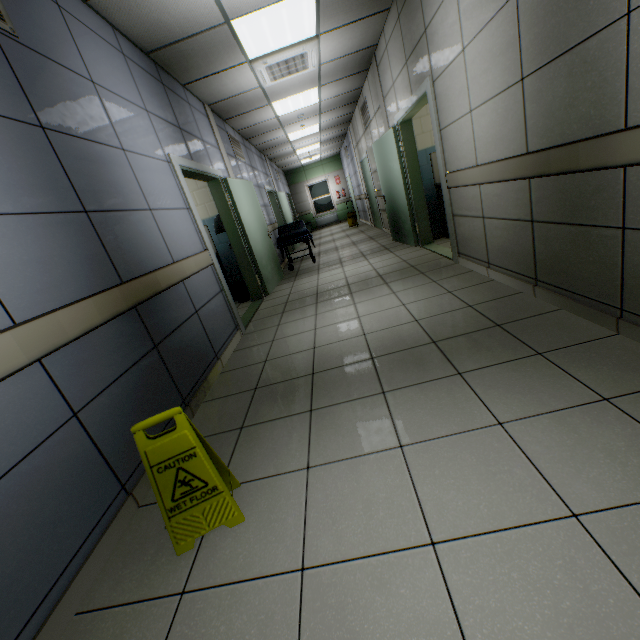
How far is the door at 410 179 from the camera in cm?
394

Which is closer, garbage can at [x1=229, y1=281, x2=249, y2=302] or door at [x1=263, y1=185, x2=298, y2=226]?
garbage can at [x1=229, y1=281, x2=249, y2=302]

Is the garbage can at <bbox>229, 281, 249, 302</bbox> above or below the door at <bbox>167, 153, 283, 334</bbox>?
above

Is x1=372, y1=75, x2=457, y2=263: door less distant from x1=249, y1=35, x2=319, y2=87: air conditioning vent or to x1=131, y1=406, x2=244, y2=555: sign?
x1=249, y1=35, x2=319, y2=87: air conditioning vent

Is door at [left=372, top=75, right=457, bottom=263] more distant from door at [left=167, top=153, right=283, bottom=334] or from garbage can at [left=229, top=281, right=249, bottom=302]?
garbage can at [left=229, top=281, right=249, bottom=302]

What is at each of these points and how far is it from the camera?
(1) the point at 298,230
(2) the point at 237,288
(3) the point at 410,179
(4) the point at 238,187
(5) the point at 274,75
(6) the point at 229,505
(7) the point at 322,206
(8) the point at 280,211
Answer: (1) emergency stretcher, 7.9 meters
(2) garbage can, 5.8 meters
(3) door, 5.5 meters
(4) door, 5.5 meters
(5) air conditioning vent, 4.9 meters
(6) sign, 1.5 meters
(7) window, 17.4 meters
(8) door, 10.9 meters

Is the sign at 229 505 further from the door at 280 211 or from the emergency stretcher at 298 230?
the door at 280 211

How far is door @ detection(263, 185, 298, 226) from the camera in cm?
978
